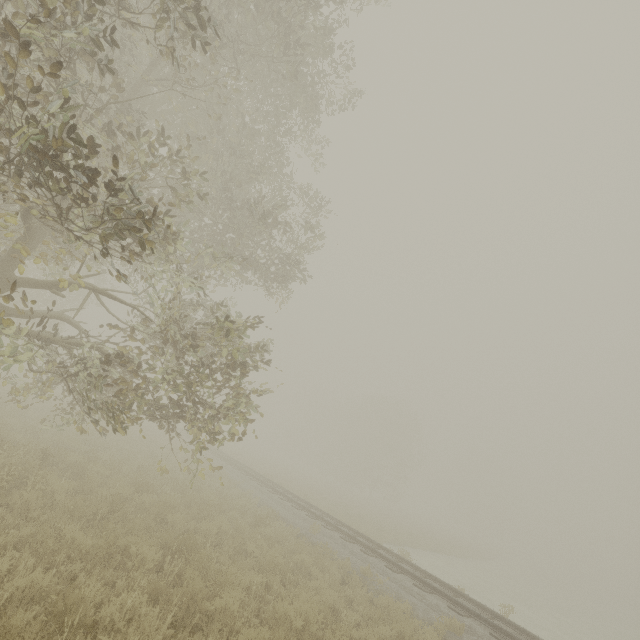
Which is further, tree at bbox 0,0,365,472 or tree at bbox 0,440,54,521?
tree at bbox 0,440,54,521

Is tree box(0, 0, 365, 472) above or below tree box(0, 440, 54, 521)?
above

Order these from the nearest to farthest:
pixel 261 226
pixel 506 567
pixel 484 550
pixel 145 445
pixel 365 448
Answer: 1. pixel 261 226
2. pixel 145 445
3. pixel 506 567
4. pixel 484 550
5. pixel 365 448

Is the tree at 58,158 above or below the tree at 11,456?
above

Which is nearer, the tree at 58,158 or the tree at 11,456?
the tree at 58,158
